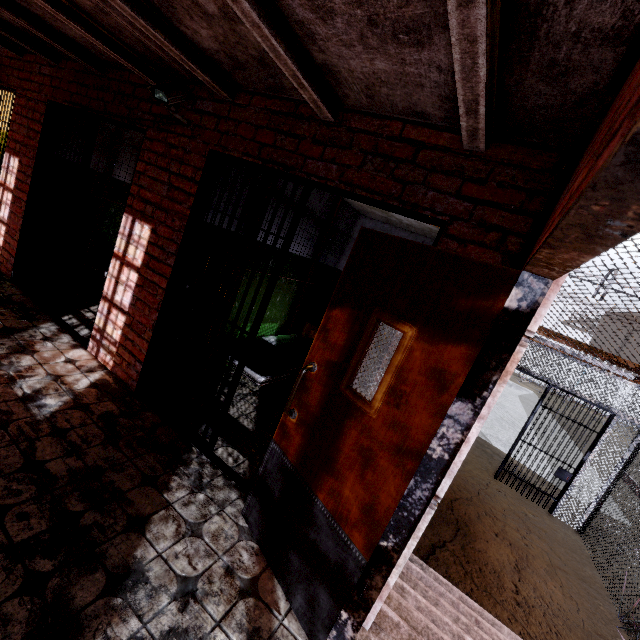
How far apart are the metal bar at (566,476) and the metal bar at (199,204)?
5.5m

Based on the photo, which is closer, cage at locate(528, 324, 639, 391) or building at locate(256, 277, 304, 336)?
cage at locate(528, 324, 639, 391)

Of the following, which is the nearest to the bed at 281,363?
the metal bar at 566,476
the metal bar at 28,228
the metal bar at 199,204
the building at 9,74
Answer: the building at 9,74

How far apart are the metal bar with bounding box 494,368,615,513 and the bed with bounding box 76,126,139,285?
5.9 meters

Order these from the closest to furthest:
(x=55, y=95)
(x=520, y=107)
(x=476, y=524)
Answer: (x=520, y=107) → (x=55, y=95) → (x=476, y=524)

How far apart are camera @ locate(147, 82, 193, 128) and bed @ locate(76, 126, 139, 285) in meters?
2.5 m

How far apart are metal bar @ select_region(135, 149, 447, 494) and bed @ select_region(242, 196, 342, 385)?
0.61m
